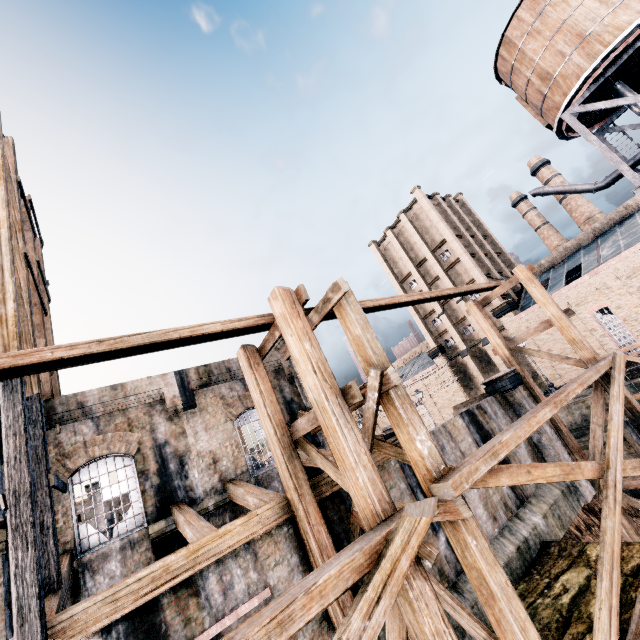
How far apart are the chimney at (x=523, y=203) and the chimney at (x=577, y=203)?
2.62m

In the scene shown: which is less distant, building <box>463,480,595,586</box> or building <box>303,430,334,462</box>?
building <box>463,480,595,586</box>

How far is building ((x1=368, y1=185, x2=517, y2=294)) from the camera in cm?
4100

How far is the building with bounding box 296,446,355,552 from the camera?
9.5m

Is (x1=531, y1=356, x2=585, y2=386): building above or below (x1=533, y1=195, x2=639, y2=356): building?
below

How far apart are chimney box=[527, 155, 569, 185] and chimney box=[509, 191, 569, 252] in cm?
262

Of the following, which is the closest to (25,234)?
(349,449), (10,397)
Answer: (10,397)
